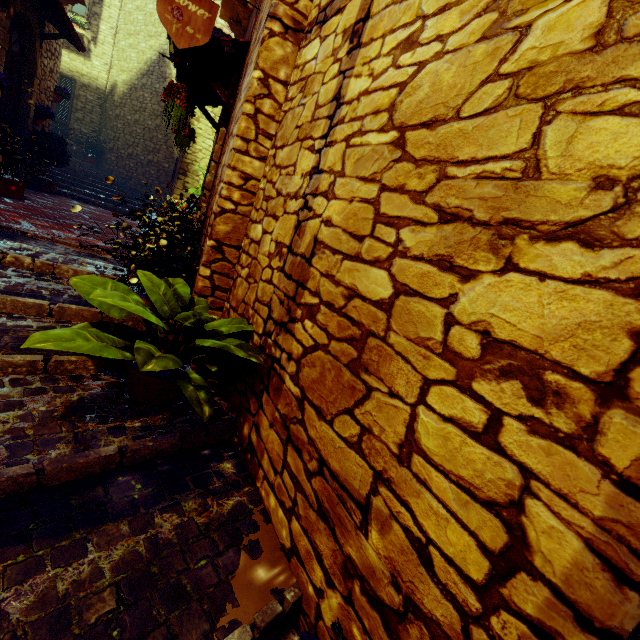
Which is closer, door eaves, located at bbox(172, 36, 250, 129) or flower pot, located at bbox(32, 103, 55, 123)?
door eaves, located at bbox(172, 36, 250, 129)

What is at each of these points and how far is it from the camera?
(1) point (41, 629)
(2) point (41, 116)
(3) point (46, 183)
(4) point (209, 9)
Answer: (1) stair, 1.00m
(2) flower pot, 7.11m
(3) potted tree, 7.27m
(4) sign post, 3.06m

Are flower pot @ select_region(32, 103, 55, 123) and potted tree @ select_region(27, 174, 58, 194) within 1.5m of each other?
yes

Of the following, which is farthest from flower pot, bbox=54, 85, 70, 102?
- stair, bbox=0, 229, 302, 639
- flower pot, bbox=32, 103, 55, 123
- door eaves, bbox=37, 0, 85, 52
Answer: stair, bbox=0, 229, 302, 639

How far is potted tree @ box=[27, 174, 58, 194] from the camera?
7.2m

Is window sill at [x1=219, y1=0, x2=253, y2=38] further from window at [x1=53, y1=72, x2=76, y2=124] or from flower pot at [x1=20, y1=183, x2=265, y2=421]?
window at [x1=53, y1=72, x2=76, y2=124]

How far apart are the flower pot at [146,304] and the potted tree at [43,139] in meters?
7.2

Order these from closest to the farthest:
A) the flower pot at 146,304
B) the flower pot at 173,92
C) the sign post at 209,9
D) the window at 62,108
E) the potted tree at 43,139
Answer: the flower pot at 146,304 → the sign post at 209,9 → the flower pot at 173,92 → the potted tree at 43,139 → the window at 62,108
